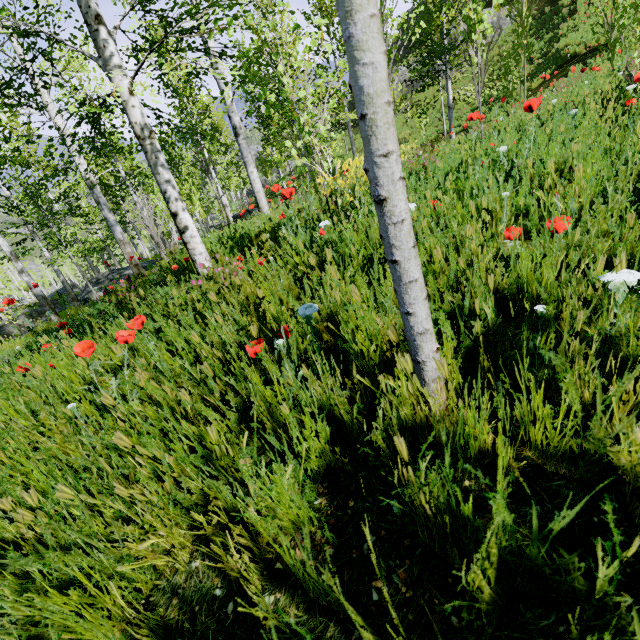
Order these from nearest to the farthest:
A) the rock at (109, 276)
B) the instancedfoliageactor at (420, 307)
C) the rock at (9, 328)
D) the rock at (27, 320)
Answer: the instancedfoliageactor at (420, 307)
the rock at (27, 320)
the rock at (109, 276)
the rock at (9, 328)

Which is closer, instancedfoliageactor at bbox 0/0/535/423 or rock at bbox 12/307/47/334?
instancedfoliageactor at bbox 0/0/535/423

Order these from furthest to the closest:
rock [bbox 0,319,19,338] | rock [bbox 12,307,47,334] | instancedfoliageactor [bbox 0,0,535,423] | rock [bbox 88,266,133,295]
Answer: rock [bbox 0,319,19,338]
rock [bbox 88,266,133,295]
rock [bbox 12,307,47,334]
instancedfoliageactor [bbox 0,0,535,423]

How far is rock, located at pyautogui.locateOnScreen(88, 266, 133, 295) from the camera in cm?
796

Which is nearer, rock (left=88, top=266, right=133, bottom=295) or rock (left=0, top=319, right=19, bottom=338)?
rock (left=88, top=266, right=133, bottom=295)

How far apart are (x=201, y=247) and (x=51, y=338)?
2.79m

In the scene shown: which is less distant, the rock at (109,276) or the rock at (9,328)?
the rock at (109,276)
